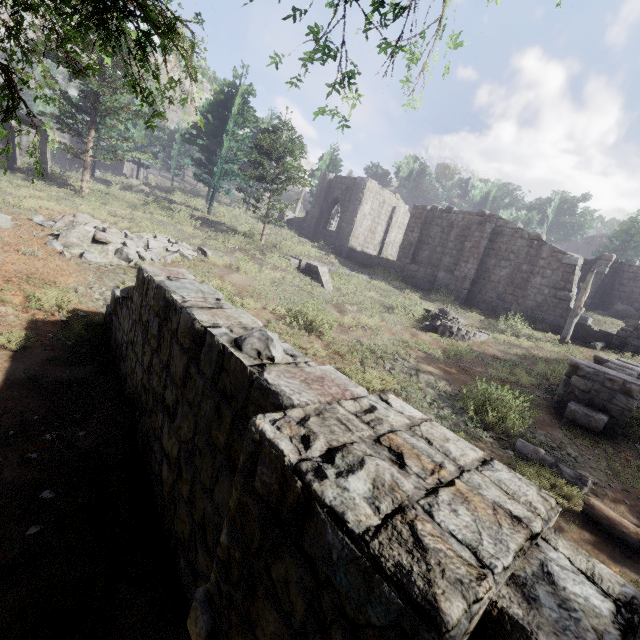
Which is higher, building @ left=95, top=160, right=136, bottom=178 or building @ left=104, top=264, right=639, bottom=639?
building @ left=95, top=160, right=136, bottom=178

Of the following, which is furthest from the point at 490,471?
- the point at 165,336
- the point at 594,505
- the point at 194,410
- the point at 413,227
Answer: the point at 413,227

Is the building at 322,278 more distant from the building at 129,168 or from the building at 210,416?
the building at 129,168

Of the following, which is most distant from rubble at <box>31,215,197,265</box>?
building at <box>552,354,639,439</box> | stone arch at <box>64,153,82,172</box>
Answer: stone arch at <box>64,153,82,172</box>

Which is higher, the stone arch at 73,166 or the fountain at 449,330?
the stone arch at 73,166

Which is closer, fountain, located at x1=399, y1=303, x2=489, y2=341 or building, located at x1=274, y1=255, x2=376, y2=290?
fountain, located at x1=399, y1=303, x2=489, y2=341

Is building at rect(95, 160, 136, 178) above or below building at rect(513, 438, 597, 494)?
above

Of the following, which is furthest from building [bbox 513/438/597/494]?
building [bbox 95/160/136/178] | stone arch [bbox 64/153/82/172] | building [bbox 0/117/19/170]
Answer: building [bbox 95/160/136/178]
